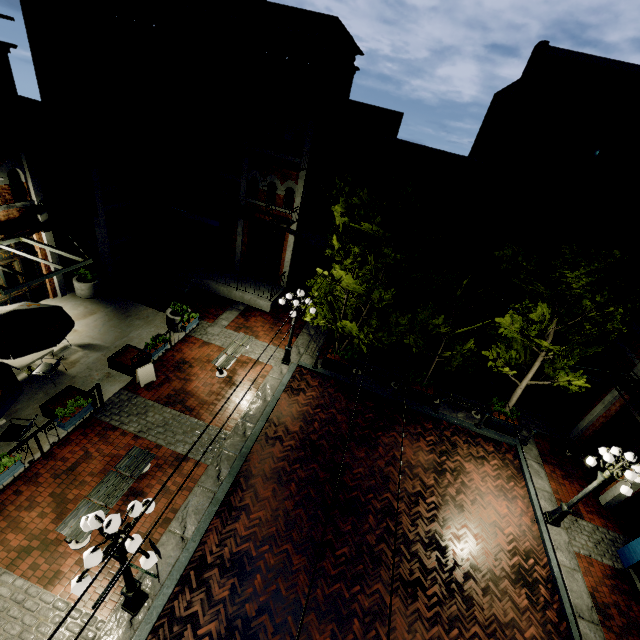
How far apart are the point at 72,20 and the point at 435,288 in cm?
2087

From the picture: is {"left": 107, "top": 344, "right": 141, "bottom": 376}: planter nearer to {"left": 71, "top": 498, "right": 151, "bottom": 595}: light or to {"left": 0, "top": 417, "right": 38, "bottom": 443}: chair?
{"left": 0, "top": 417, "right": 38, "bottom": 443}: chair

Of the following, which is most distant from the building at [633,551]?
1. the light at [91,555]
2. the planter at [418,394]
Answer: the light at [91,555]

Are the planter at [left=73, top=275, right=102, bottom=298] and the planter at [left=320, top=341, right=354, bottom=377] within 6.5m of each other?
no

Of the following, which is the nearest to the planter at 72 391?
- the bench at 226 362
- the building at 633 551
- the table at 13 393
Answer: the table at 13 393

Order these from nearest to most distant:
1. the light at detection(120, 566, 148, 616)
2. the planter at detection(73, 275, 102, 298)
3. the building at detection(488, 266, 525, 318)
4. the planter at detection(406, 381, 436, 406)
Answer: the light at detection(120, 566, 148, 616)
the planter at detection(406, 381, 436, 406)
the planter at detection(73, 275, 102, 298)
the building at detection(488, 266, 525, 318)

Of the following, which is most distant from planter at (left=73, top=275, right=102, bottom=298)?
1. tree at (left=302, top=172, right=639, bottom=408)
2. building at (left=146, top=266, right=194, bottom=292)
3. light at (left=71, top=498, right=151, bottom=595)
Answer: light at (left=71, top=498, right=151, bottom=595)

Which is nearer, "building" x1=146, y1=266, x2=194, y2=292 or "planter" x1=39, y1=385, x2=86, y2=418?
"planter" x1=39, y1=385, x2=86, y2=418
